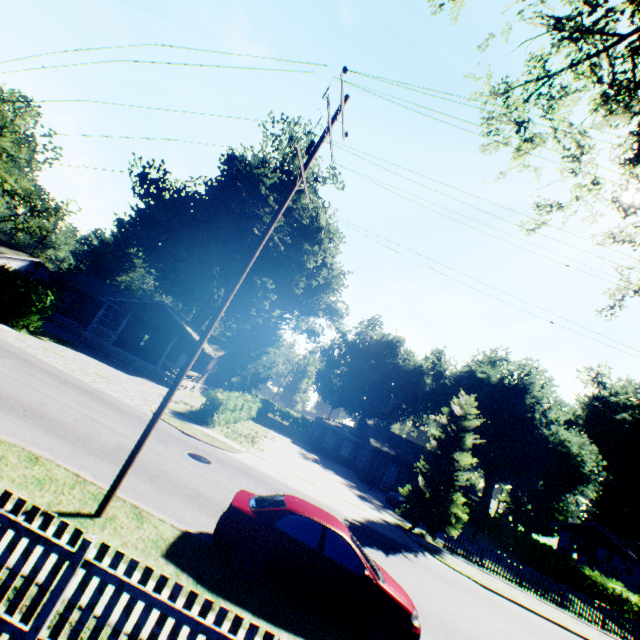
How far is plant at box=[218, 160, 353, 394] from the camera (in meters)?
38.09

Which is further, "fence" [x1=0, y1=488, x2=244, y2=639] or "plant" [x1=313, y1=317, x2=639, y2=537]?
"plant" [x1=313, y1=317, x2=639, y2=537]

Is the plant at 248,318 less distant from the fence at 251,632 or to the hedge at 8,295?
the fence at 251,632

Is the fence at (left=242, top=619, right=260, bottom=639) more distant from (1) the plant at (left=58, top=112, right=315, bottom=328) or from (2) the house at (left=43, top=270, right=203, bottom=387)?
(2) the house at (left=43, top=270, right=203, bottom=387)

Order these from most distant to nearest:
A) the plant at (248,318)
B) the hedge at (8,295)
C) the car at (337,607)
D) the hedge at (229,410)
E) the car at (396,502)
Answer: the plant at (248,318) → the car at (396,502) → the hedge at (8,295) → the hedge at (229,410) → the car at (337,607)

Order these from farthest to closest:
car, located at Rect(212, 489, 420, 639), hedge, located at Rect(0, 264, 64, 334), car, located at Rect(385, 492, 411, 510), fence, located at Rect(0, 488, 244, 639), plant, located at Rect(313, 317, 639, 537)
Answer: plant, located at Rect(313, 317, 639, 537) < car, located at Rect(385, 492, 411, 510) < hedge, located at Rect(0, 264, 64, 334) < car, located at Rect(212, 489, 420, 639) < fence, located at Rect(0, 488, 244, 639)

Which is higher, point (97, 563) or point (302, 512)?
point (302, 512)

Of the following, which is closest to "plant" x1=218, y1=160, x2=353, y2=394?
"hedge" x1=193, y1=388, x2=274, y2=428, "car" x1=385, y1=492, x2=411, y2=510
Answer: "car" x1=385, y1=492, x2=411, y2=510
